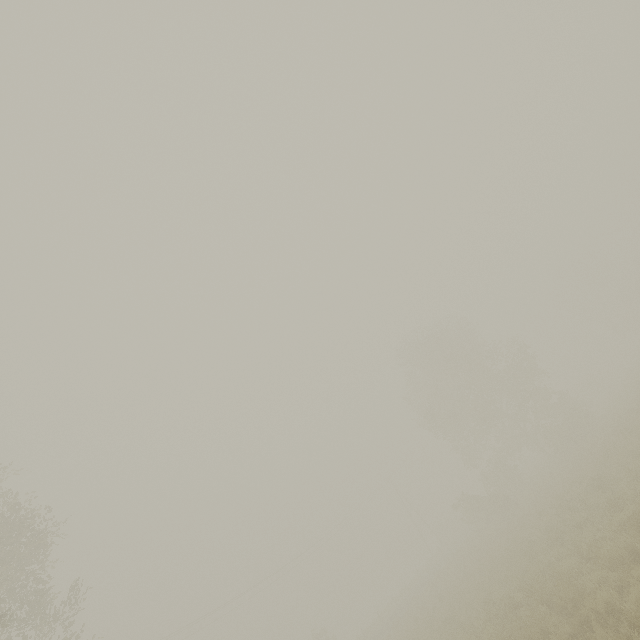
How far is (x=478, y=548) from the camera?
24.0m

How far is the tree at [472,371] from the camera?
30.1m

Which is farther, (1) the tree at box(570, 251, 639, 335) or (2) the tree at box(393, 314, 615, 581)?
(1) the tree at box(570, 251, 639, 335)

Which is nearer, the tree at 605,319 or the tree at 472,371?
the tree at 472,371

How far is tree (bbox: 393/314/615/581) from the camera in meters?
30.1
